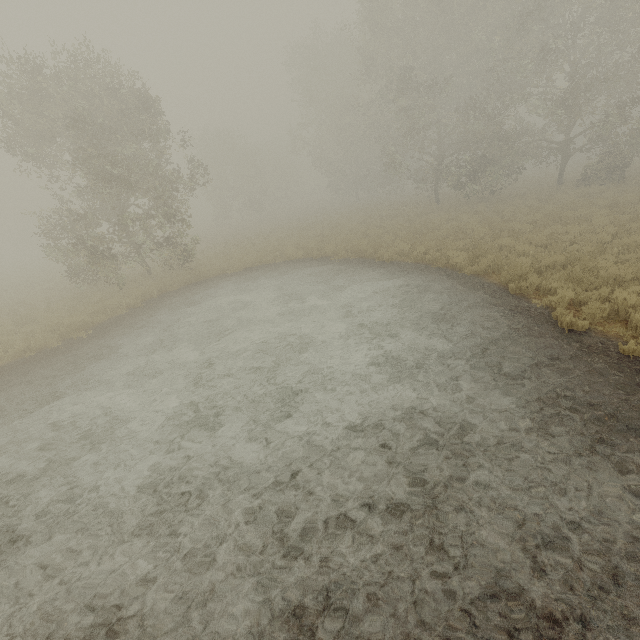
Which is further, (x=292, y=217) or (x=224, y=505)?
(x=292, y=217)
